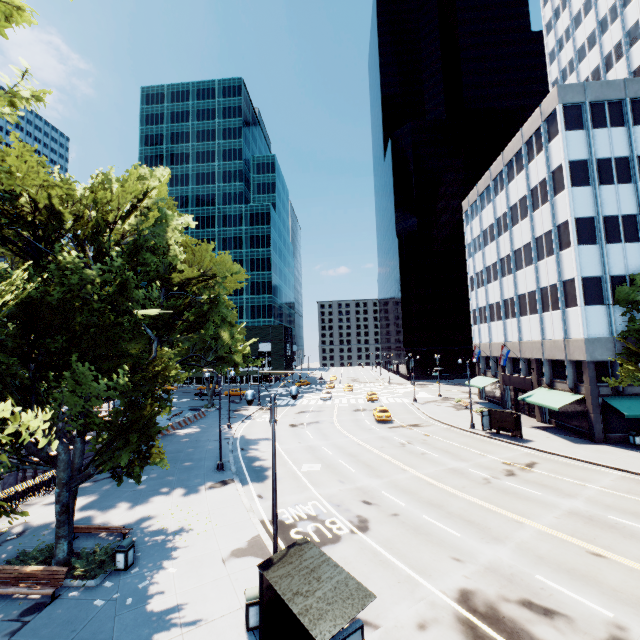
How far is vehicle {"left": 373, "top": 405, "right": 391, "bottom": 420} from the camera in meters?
37.6 m

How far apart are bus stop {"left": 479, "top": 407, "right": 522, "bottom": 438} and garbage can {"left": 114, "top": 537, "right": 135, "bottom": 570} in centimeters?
2934cm

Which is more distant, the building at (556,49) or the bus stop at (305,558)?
the building at (556,49)

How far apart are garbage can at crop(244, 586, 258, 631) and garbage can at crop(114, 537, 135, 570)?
6.0 meters

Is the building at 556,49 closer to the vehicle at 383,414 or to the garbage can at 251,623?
the vehicle at 383,414

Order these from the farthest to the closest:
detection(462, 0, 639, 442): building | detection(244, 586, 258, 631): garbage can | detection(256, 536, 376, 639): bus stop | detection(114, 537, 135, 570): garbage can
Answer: detection(462, 0, 639, 442): building → detection(114, 537, 135, 570): garbage can → detection(244, 586, 258, 631): garbage can → detection(256, 536, 376, 639): bus stop

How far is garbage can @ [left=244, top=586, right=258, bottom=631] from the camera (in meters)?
9.95

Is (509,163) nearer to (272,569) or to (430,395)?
(430,395)
